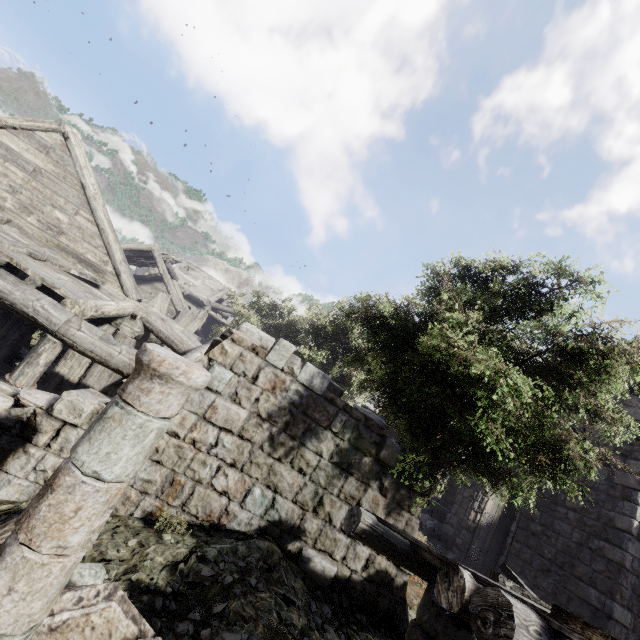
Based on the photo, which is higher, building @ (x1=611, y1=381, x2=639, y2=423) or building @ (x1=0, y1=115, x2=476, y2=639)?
building @ (x1=611, y1=381, x2=639, y2=423)

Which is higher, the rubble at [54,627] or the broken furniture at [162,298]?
the broken furniture at [162,298]

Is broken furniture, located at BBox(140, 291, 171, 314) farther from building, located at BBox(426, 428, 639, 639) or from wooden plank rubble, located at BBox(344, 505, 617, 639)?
wooden plank rubble, located at BBox(344, 505, 617, 639)

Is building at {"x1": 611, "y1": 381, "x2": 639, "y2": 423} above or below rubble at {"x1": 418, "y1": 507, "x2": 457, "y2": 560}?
above

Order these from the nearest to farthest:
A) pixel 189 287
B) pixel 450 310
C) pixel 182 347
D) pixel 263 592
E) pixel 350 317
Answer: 1. pixel 263 592
2. pixel 350 317
3. pixel 450 310
4. pixel 182 347
5. pixel 189 287

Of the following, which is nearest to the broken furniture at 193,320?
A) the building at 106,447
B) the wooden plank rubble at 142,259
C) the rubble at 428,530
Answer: the building at 106,447

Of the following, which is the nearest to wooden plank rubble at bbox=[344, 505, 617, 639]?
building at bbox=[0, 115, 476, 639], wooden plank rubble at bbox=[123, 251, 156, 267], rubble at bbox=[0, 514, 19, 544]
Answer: building at bbox=[0, 115, 476, 639]

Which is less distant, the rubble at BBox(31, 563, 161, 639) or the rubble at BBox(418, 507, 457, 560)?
the rubble at BBox(31, 563, 161, 639)
